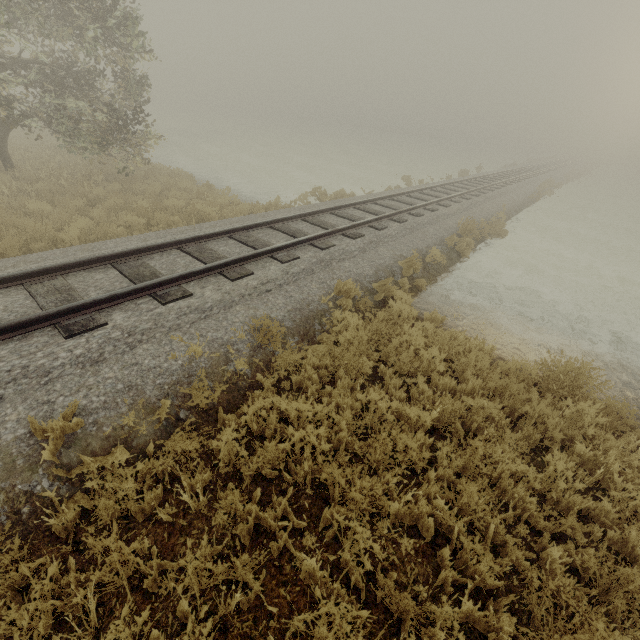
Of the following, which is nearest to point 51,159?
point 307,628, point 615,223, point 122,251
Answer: point 122,251
